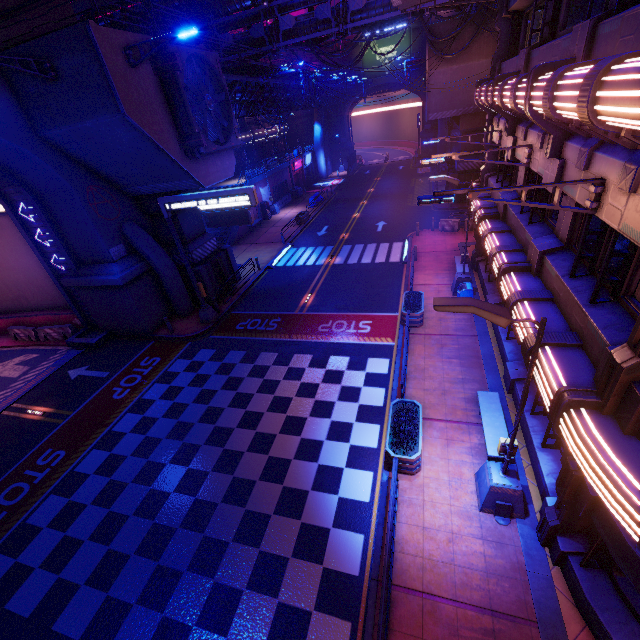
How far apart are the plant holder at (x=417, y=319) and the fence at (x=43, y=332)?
20.31m

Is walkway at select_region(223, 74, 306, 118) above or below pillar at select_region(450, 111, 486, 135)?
above

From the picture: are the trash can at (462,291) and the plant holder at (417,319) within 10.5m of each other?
yes

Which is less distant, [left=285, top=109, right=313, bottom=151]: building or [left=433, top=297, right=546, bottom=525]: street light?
[left=433, top=297, right=546, bottom=525]: street light

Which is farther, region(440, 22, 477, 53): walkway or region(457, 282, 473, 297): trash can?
region(440, 22, 477, 53): walkway

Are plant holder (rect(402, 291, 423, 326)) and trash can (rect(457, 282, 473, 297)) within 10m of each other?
yes

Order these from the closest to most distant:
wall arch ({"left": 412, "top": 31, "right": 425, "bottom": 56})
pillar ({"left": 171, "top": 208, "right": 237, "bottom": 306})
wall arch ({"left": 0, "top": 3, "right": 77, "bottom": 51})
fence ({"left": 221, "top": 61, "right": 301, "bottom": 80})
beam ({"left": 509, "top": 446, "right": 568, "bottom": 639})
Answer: beam ({"left": 509, "top": 446, "right": 568, "bottom": 639}) < wall arch ({"left": 0, "top": 3, "right": 77, "bottom": 51}) < fence ({"left": 221, "top": 61, "right": 301, "bottom": 80}) < pillar ({"left": 171, "top": 208, "right": 237, "bottom": 306}) < wall arch ({"left": 412, "top": 31, "right": 425, "bottom": 56})

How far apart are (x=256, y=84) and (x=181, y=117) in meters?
14.4 m
